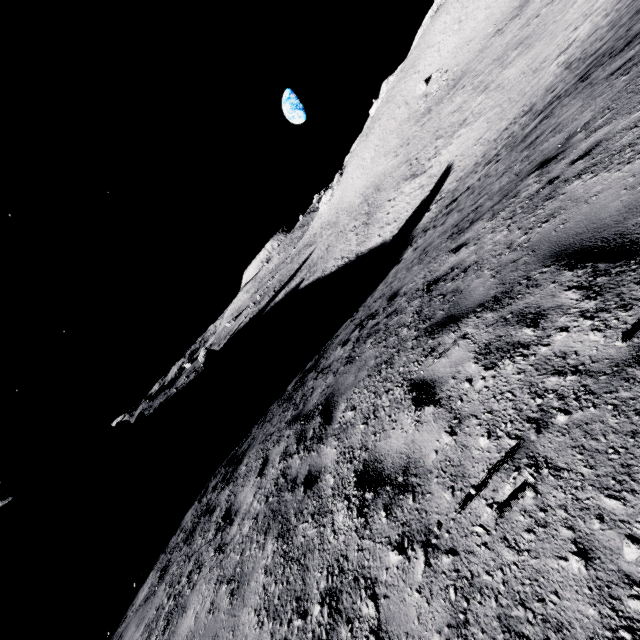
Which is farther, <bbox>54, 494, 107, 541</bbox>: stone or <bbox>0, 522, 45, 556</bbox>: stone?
<bbox>0, 522, 45, 556</bbox>: stone

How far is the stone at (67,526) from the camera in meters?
40.1 m

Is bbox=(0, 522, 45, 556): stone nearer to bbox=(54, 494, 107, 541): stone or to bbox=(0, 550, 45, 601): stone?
bbox=(54, 494, 107, 541): stone

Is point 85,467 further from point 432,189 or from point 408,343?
point 408,343

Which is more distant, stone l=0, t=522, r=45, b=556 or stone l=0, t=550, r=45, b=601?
stone l=0, t=522, r=45, b=556

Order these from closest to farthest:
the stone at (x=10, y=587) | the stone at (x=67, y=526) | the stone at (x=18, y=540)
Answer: the stone at (x=10, y=587)
the stone at (x=67, y=526)
the stone at (x=18, y=540)

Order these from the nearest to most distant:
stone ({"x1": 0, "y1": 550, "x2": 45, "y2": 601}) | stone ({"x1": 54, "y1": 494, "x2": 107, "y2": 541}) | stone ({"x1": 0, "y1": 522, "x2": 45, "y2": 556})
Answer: stone ({"x1": 0, "y1": 550, "x2": 45, "y2": 601}), stone ({"x1": 54, "y1": 494, "x2": 107, "y2": 541}), stone ({"x1": 0, "y1": 522, "x2": 45, "y2": 556})
